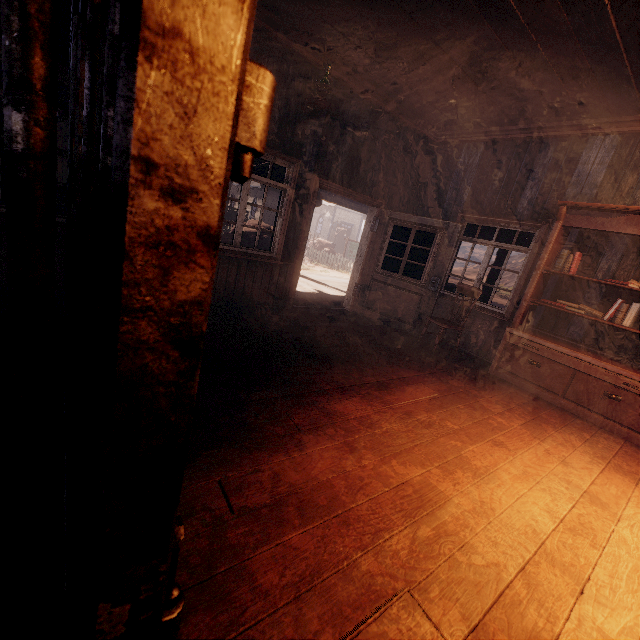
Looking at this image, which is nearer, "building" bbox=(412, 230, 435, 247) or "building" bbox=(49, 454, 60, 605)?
"building" bbox=(49, 454, 60, 605)

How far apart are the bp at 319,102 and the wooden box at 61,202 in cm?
328

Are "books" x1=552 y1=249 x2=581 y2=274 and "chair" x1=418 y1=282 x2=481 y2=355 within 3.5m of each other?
yes

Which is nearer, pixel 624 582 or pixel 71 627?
pixel 71 627

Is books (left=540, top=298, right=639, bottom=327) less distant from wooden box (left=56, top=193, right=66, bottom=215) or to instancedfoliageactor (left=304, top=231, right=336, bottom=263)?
wooden box (left=56, top=193, right=66, bottom=215)

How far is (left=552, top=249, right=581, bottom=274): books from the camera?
4.6m

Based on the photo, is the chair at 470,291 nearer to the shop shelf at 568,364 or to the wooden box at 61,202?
the shop shelf at 568,364

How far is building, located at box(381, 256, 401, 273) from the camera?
7.1 meters
